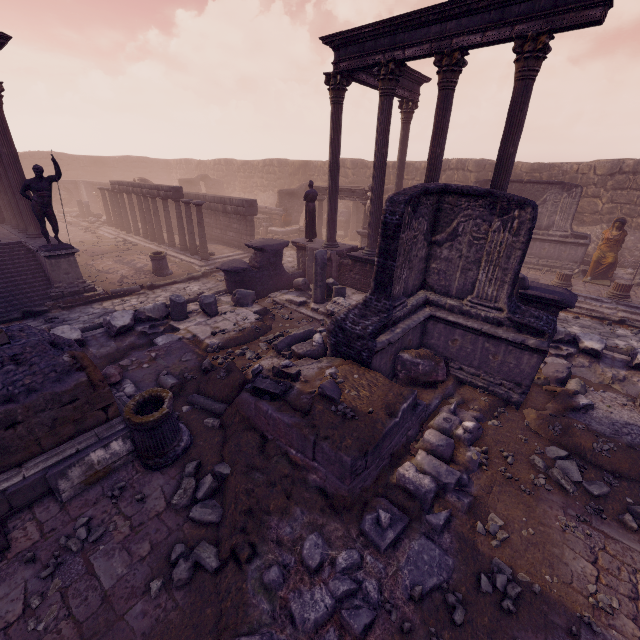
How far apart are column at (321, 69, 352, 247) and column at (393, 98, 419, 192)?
4.2m

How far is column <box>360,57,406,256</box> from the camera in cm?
923

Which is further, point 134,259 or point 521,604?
point 134,259

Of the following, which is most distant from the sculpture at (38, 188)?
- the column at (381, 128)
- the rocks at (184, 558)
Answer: the rocks at (184, 558)

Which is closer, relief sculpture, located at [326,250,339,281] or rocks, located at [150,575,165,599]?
rocks, located at [150,575,165,599]

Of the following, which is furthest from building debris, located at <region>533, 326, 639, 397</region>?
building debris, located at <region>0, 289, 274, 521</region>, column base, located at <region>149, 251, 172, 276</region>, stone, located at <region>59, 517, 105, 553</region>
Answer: column base, located at <region>149, 251, 172, 276</region>

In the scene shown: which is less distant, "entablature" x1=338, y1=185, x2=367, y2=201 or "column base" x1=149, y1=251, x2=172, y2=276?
"column base" x1=149, y1=251, x2=172, y2=276

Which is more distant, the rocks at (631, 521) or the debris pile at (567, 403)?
the debris pile at (567, 403)
